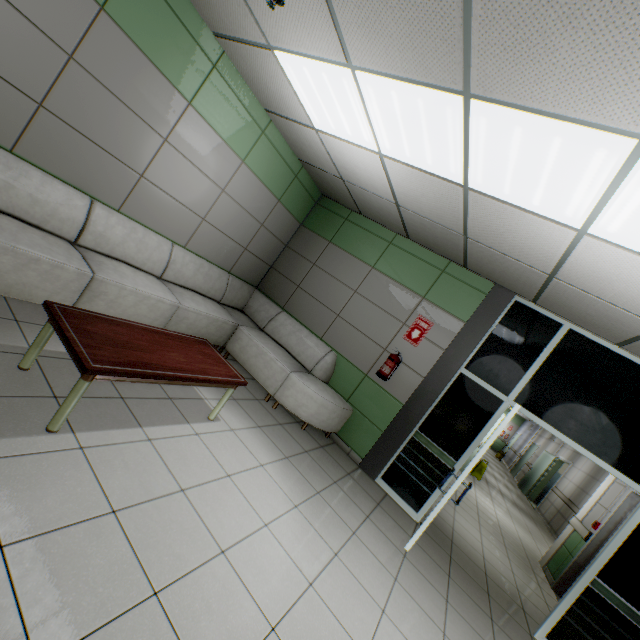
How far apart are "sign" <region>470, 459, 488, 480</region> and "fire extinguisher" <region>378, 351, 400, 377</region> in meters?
7.2

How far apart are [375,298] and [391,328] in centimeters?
58cm

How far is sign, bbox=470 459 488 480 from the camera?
9.7 meters

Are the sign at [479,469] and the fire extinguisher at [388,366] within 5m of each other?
no

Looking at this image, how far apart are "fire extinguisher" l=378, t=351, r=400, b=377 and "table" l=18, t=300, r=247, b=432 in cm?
228

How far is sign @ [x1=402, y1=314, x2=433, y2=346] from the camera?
4.8m

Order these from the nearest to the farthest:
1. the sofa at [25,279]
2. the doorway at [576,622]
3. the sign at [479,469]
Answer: the sofa at [25,279]
the doorway at [576,622]
the sign at [479,469]

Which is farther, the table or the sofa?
the sofa
